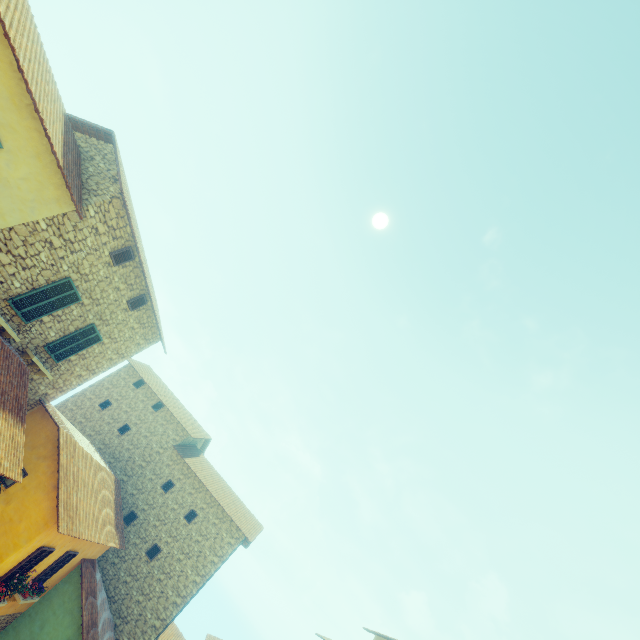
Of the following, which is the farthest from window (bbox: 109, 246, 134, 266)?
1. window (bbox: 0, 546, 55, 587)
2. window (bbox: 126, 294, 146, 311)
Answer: window (bbox: 0, 546, 55, 587)

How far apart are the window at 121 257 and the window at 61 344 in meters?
2.6 m

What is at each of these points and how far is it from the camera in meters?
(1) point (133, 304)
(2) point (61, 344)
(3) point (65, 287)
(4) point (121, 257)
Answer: (1) window, 13.0 m
(2) window, 11.6 m
(3) window, 10.4 m
(4) window, 11.2 m

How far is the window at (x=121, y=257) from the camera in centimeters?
1091cm

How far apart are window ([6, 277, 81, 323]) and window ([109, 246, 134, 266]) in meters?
1.3 m

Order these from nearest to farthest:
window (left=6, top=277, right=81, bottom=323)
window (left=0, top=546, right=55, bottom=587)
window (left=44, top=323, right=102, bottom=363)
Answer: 1. window (left=6, top=277, right=81, bottom=323)
2. window (left=0, top=546, right=55, bottom=587)
3. window (left=44, top=323, right=102, bottom=363)

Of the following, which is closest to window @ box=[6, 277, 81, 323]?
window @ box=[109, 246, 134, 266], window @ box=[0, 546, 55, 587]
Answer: window @ box=[109, 246, 134, 266]

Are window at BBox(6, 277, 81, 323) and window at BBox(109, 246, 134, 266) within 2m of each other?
yes
